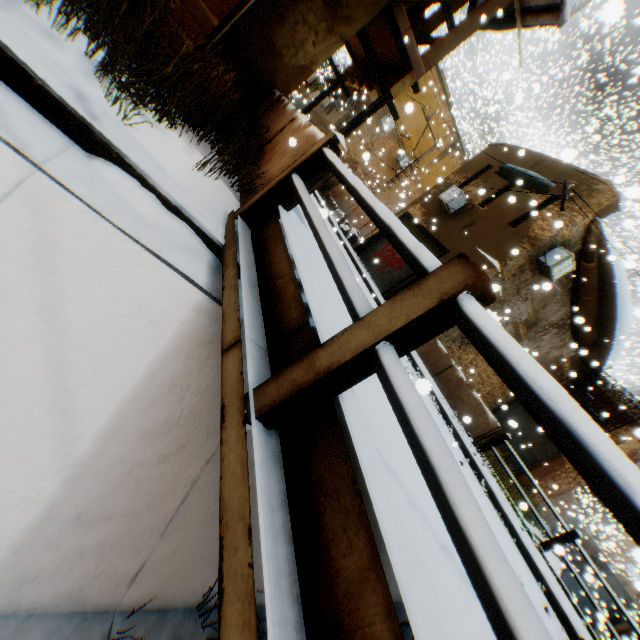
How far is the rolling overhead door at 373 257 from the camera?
14.86m

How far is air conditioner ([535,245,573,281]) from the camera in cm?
1116

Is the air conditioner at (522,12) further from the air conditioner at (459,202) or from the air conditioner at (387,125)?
the air conditioner at (387,125)

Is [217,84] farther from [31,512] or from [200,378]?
[31,512]

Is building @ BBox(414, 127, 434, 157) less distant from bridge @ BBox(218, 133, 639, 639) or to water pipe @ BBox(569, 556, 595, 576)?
bridge @ BBox(218, 133, 639, 639)

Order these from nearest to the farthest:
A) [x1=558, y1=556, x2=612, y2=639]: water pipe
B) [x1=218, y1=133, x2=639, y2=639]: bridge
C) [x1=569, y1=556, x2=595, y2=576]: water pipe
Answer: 1. [x1=218, y1=133, x2=639, y2=639]: bridge
2. [x1=569, y1=556, x2=595, y2=576]: water pipe
3. [x1=558, y1=556, x2=612, y2=639]: water pipe

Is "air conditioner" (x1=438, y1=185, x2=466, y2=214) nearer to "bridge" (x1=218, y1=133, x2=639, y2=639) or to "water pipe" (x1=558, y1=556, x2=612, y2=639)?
"bridge" (x1=218, y1=133, x2=639, y2=639)

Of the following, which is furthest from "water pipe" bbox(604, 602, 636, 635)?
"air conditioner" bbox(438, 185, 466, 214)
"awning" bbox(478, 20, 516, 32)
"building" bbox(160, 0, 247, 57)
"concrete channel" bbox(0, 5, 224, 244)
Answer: "awning" bbox(478, 20, 516, 32)
